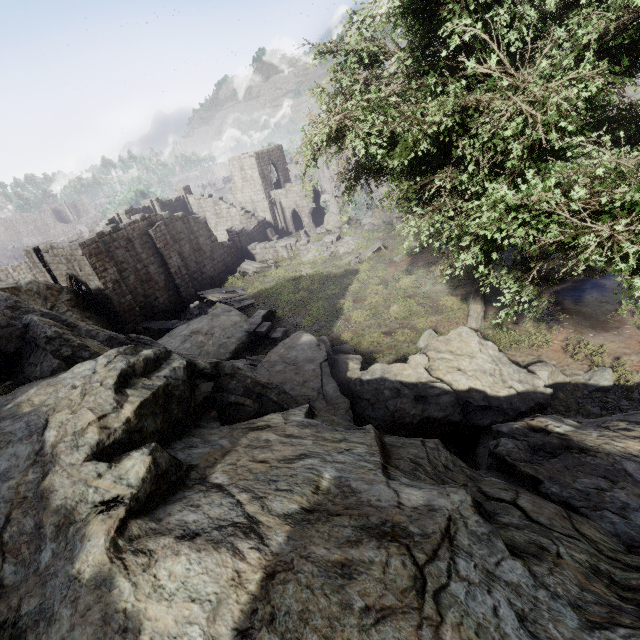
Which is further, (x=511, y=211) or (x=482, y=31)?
(x=482, y=31)

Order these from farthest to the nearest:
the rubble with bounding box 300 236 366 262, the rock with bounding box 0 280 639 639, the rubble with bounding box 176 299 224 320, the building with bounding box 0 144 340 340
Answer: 1. the rubble with bounding box 300 236 366 262
2. the rubble with bounding box 176 299 224 320
3. the building with bounding box 0 144 340 340
4. the rock with bounding box 0 280 639 639

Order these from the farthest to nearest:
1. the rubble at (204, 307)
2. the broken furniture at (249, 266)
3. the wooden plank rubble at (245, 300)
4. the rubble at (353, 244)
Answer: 1. the broken furniture at (249, 266)
2. the rubble at (353, 244)
3. the rubble at (204, 307)
4. the wooden plank rubble at (245, 300)

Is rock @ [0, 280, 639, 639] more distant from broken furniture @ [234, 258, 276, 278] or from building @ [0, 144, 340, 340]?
broken furniture @ [234, 258, 276, 278]

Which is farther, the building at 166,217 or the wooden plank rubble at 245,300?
the wooden plank rubble at 245,300

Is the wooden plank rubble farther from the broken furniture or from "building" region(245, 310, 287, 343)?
"building" region(245, 310, 287, 343)

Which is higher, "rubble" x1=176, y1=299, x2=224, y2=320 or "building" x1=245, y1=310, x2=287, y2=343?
"building" x1=245, y1=310, x2=287, y2=343

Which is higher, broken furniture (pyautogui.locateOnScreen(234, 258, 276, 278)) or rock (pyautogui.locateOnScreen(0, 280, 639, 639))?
rock (pyautogui.locateOnScreen(0, 280, 639, 639))
